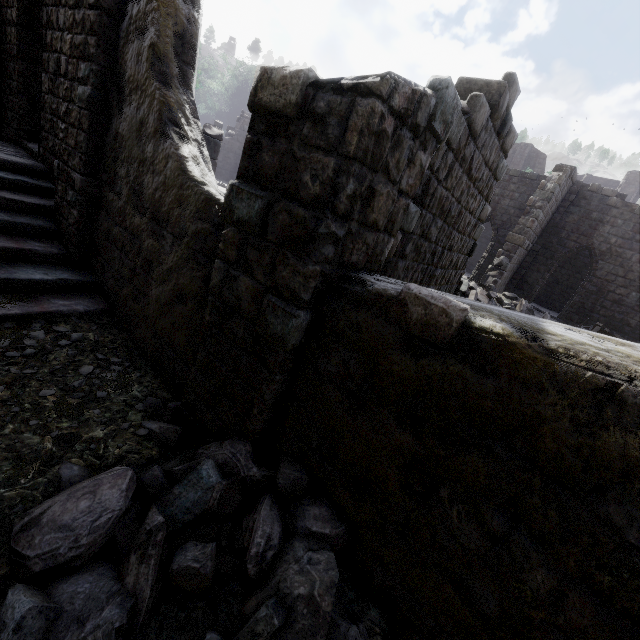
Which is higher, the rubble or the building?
the building

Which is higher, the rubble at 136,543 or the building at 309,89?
the building at 309,89

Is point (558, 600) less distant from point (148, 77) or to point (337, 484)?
point (337, 484)
